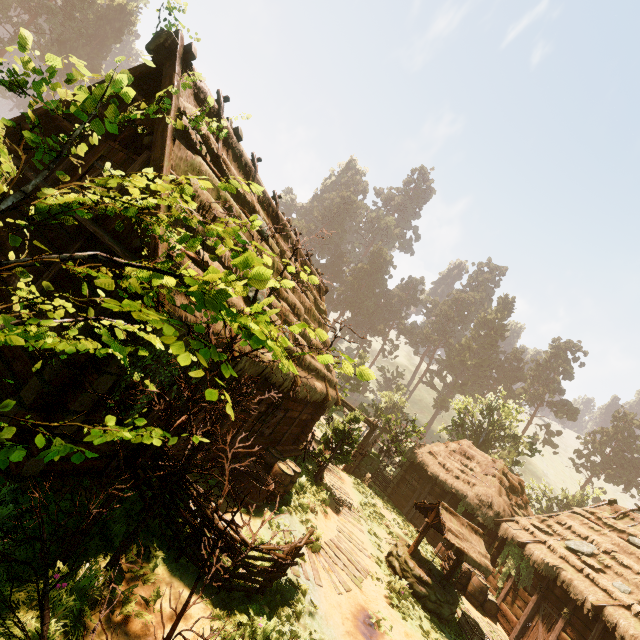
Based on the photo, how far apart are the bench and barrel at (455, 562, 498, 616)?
8.8 meters

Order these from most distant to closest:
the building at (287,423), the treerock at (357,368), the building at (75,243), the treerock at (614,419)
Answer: the treerock at (614,419), the building at (287,423), the building at (75,243), the treerock at (357,368)

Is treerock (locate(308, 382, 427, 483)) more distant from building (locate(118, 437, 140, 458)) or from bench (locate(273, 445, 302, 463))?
bench (locate(273, 445, 302, 463))

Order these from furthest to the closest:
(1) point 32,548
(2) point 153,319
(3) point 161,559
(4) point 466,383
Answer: (4) point 466,383 < (3) point 161,559 < (1) point 32,548 < (2) point 153,319

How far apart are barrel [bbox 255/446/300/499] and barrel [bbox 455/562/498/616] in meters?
9.2 m

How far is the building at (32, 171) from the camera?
6.97m

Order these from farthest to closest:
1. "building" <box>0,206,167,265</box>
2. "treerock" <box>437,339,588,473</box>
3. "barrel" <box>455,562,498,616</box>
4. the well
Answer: "treerock" <box>437,339,588,473</box>
"barrel" <box>455,562,498,616</box>
the well
"building" <box>0,206,167,265</box>

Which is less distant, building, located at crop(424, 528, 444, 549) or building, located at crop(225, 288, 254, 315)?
building, located at crop(225, 288, 254, 315)
